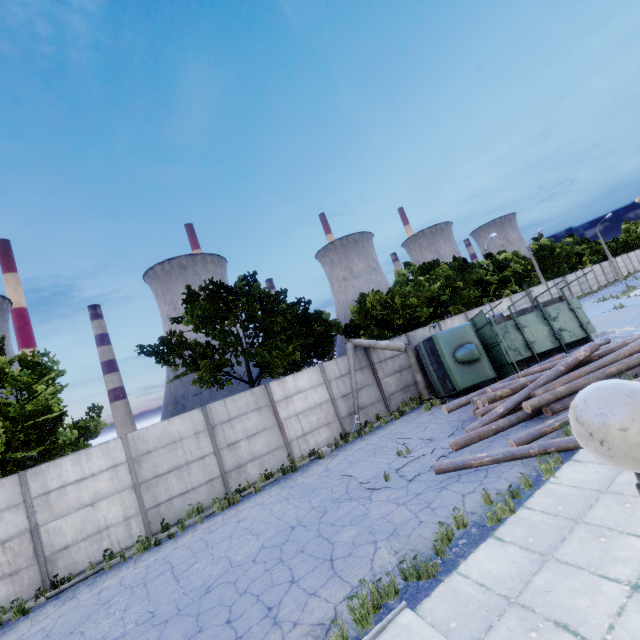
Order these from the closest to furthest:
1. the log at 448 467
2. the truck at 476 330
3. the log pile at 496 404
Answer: the log at 448 467 < the log pile at 496 404 < the truck at 476 330

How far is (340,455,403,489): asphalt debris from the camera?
9.0m

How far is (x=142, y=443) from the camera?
12.0 meters

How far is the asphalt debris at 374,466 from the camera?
9.0 meters

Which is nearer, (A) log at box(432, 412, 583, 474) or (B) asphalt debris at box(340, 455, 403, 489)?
(A) log at box(432, 412, 583, 474)

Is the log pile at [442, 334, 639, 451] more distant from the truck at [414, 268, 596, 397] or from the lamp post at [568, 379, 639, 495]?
the lamp post at [568, 379, 639, 495]

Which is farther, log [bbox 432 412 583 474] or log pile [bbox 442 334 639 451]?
log pile [bbox 442 334 639 451]

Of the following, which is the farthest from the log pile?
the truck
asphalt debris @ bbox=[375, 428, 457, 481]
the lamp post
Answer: the lamp post
